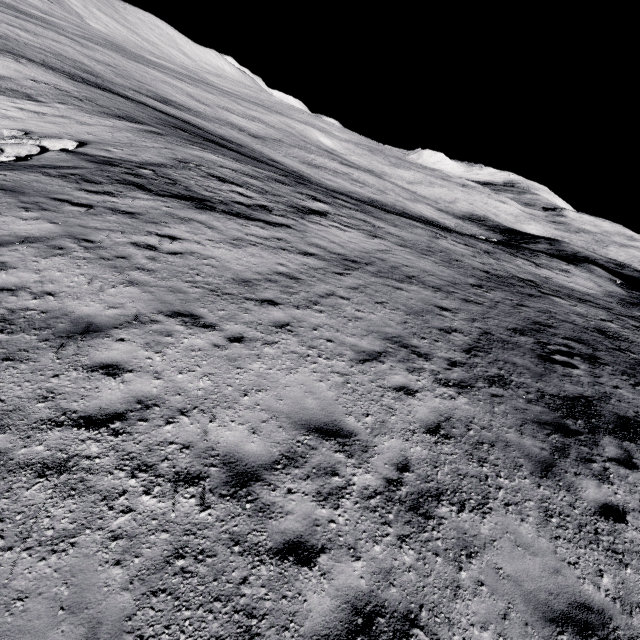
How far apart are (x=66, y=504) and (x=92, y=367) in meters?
2.2 m
